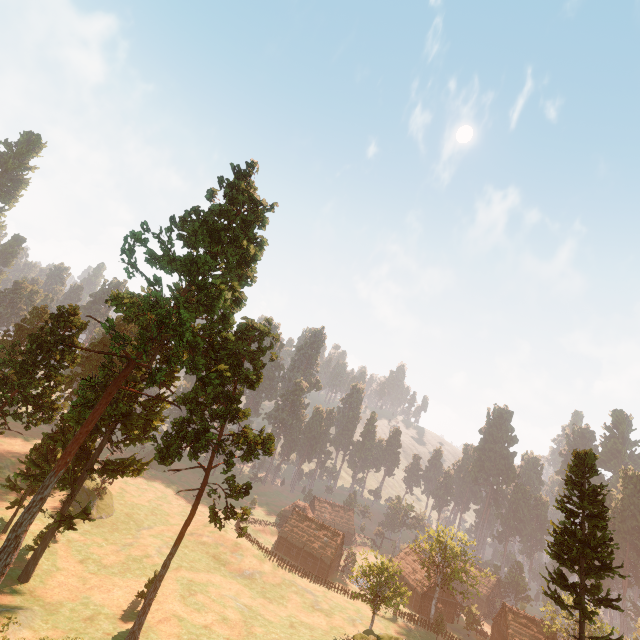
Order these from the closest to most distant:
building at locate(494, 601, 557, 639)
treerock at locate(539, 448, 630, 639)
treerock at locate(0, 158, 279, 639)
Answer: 1. treerock at locate(539, 448, 630, 639)
2. treerock at locate(0, 158, 279, 639)
3. building at locate(494, 601, 557, 639)

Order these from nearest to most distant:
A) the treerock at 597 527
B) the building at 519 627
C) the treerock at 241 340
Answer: the treerock at 597 527 → the treerock at 241 340 → the building at 519 627

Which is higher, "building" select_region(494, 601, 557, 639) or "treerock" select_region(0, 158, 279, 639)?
"treerock" select_region(0, 158, 279, 639)

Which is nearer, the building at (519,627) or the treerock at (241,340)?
the treerock at (241,340)

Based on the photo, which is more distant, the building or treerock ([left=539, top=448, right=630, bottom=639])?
the building

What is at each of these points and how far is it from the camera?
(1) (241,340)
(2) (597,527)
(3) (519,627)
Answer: (1) treerock, 35.9 meters
(2) treerock, 25.8 meters
(3) building, 56.4 meters
